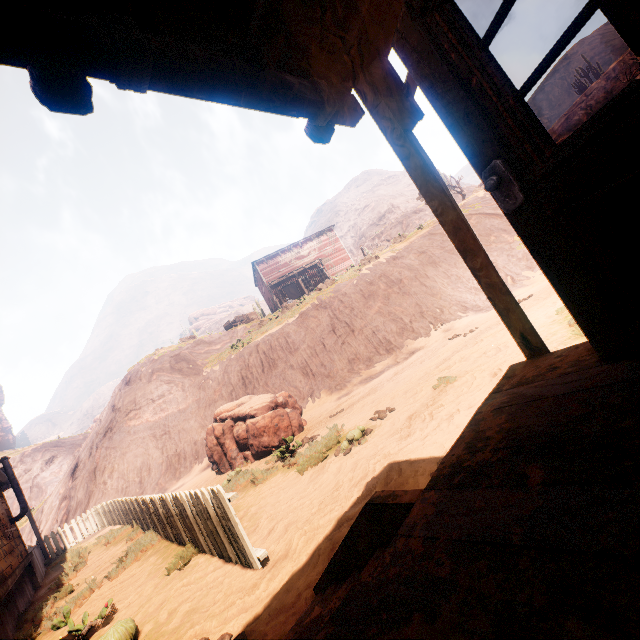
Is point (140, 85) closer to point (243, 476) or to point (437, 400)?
point (437, 400)

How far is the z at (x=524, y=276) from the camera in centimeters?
577cm

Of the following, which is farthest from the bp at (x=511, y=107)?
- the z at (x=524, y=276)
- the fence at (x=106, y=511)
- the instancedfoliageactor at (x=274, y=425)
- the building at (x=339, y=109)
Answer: the instancedfoliageactor at (x=274, y=425)

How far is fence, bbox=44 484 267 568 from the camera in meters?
3.8 m

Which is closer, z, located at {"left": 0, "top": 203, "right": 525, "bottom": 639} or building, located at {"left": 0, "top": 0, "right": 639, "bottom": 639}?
building, located at {"left": 0, "top": 0, "right": 639, "bottom": 639}

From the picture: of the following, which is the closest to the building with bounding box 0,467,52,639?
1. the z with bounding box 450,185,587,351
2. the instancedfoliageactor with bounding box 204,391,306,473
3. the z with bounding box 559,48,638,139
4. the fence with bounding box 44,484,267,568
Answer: the z with bounding box 450,185,587,351

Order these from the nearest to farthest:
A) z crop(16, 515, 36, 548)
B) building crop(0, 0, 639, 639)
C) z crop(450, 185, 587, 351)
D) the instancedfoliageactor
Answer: building crop(0, 0, 639, 639) → z crop(450, 185, 587, 351) → the instancedfoliageactor → z crop(16, 515, 36, 548)

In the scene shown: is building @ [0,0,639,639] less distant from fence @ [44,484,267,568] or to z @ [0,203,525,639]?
z @ [0,203,525,639]
